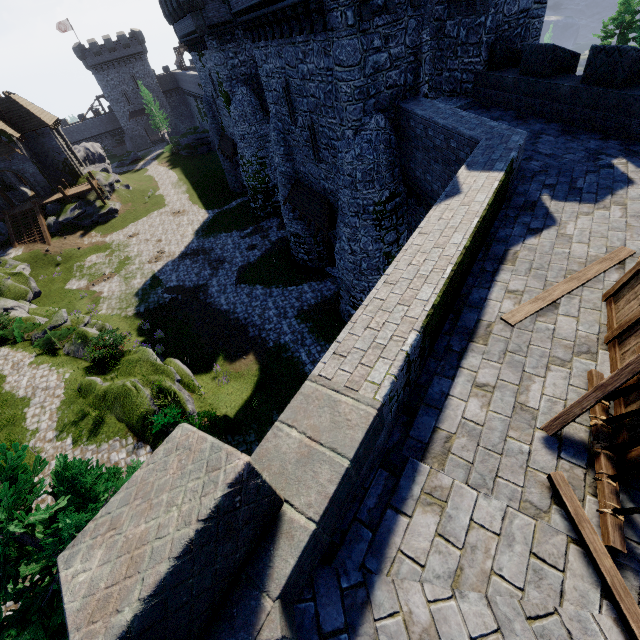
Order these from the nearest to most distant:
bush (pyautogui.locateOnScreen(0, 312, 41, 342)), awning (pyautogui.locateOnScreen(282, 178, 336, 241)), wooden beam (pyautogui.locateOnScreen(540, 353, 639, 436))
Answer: wooden beam (pyautogui.locateOnScreen(540, 353, 639, 436)) → awning (pyautogui.locateOnScreen(282, 178, 336, 241)) → bush (pyautogui.locateOnScreen(0, 312, 41, 342))

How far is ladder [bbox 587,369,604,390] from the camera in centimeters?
414cm

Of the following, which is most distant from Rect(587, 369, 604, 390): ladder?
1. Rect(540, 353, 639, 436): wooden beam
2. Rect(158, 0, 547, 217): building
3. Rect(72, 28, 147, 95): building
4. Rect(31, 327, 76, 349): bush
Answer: Rect(72, 28, 147, 95): building

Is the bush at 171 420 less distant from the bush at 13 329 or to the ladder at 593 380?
the ladder at 593 380

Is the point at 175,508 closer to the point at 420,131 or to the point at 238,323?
the point at 420,131

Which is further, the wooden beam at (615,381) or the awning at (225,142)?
the awning at (225,142)

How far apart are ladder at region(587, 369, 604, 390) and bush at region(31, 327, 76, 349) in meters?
24.2 m

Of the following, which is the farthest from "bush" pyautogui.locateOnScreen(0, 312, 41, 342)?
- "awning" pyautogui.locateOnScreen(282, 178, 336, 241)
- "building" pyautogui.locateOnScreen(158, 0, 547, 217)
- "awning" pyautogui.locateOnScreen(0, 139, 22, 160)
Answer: "awning" pyautogui.locateOnScreen(0, 139, 22, 160)
